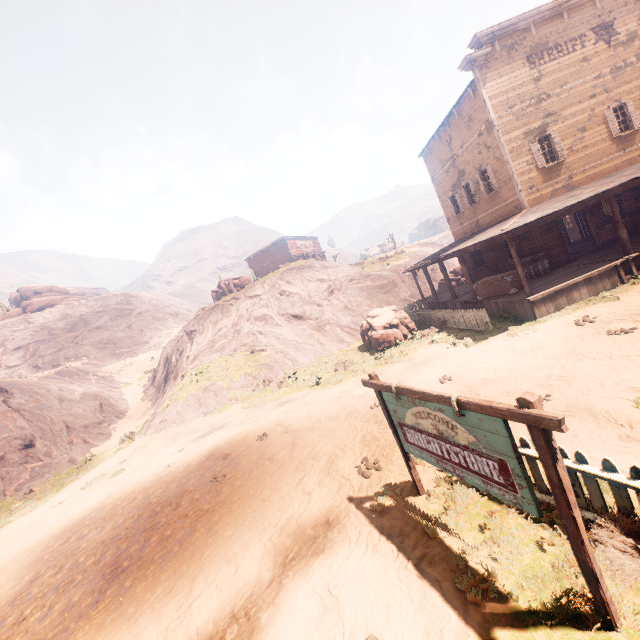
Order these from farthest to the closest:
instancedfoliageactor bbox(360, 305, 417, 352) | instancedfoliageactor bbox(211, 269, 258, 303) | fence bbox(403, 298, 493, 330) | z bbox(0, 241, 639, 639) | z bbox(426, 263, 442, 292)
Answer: instancedfoliageactor bbox(211, 269, 258, 303), z bbox(426, 263, 442, 292), instancedfoliageactor bbox(360, 305, 417, 352), fence bbox(403, 298, 493, 330), z bbox(0, 241, 639, 639)

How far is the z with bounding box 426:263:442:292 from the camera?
33.3 meters

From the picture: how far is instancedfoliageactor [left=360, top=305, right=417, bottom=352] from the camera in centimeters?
1738cm

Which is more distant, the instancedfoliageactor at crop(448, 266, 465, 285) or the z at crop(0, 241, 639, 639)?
the instancedfoliageactor at crop(448, 266, 465, 285)

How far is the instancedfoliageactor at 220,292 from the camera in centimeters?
3403cm

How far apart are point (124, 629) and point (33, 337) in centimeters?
5842cm

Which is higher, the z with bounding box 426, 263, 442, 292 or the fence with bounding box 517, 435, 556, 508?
the z with bounding box 426, 263, 442, 292

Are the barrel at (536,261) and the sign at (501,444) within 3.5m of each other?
no
